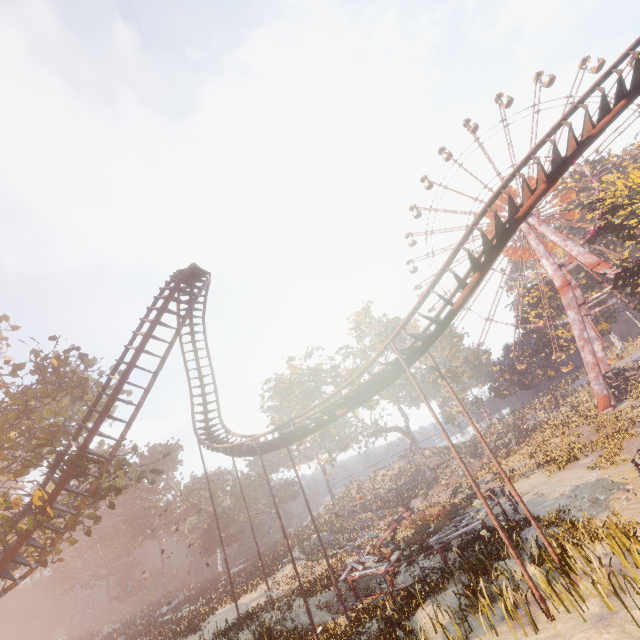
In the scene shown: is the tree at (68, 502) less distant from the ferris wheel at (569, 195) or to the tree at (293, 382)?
the tree at (293, 382)

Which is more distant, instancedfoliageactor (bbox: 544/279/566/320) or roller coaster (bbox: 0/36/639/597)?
instancedfoliageactor (bbox: 544/279/566/320)

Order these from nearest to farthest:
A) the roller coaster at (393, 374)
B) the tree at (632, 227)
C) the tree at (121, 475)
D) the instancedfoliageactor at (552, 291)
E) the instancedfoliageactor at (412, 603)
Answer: the instancedfoliageactor at (412, 603)
the roller coaster at (393, 374)
the tree at (121, 475)
the tree at (632, 227)
the instancedfoliageactor at (552, 291)

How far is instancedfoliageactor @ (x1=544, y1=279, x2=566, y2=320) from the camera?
54.8 meters

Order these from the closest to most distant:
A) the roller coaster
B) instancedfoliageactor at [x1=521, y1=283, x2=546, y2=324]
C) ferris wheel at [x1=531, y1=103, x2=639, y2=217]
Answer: the roller coaster → ferris wheel at [x1=531, y1=103, x2=639, y2=217] → instancedfoliageactor at [x1=521, y1=283, x2=546, y2=324]

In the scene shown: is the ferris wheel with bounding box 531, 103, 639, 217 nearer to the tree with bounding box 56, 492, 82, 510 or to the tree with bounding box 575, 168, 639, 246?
the tree with bounding box 575, 168, 639, 246

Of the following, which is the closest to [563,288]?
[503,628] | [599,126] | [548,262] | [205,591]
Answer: [548,262]
